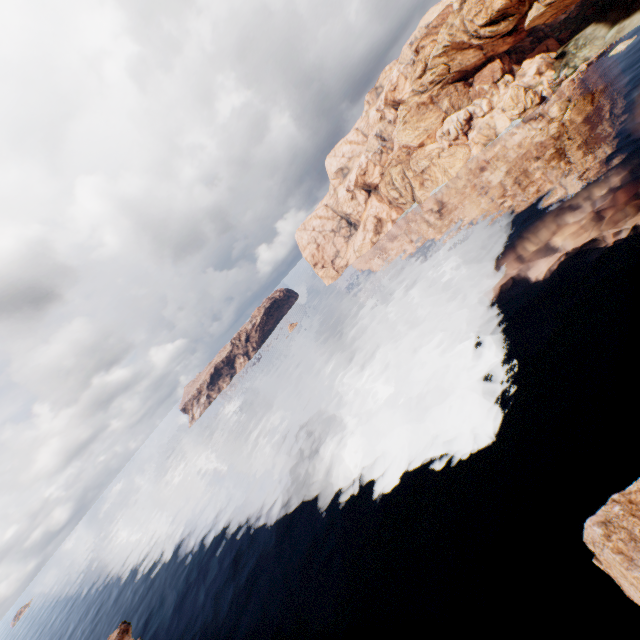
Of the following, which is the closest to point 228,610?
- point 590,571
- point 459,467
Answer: point 459,467
